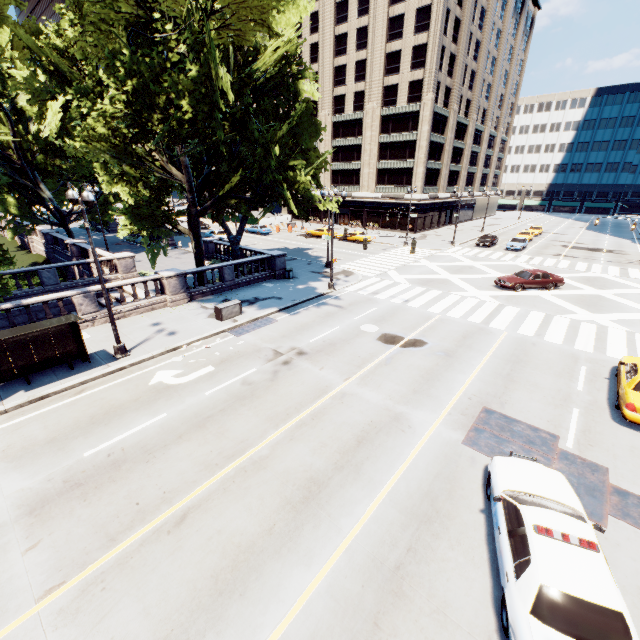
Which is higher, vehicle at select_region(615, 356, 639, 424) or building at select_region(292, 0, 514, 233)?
building at select_region(292, 0, 514, 233)

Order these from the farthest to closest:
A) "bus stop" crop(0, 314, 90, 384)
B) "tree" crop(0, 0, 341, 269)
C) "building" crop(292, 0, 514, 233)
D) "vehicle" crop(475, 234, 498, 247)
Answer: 1. "building" crop(292, 0, 514, 233)
2. "vehicle" crop(475, 234, 498, 247)
3. "tree" crop(0, 0, 341, 269)
4. "bus stop" crop(0, 314, 90, 384)

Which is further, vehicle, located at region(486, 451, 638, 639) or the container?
the container

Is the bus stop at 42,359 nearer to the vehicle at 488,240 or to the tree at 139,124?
the tree at 139,124

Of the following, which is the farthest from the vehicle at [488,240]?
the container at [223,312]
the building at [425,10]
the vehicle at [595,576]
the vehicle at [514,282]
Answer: the vehicle at [595,576]

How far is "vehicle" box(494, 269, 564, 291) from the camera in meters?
25.2 m

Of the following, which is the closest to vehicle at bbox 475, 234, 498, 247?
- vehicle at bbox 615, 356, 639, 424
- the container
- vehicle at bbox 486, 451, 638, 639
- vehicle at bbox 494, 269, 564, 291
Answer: vehicle at bbox 494, 269, 564, 291

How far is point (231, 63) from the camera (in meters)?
16.92
